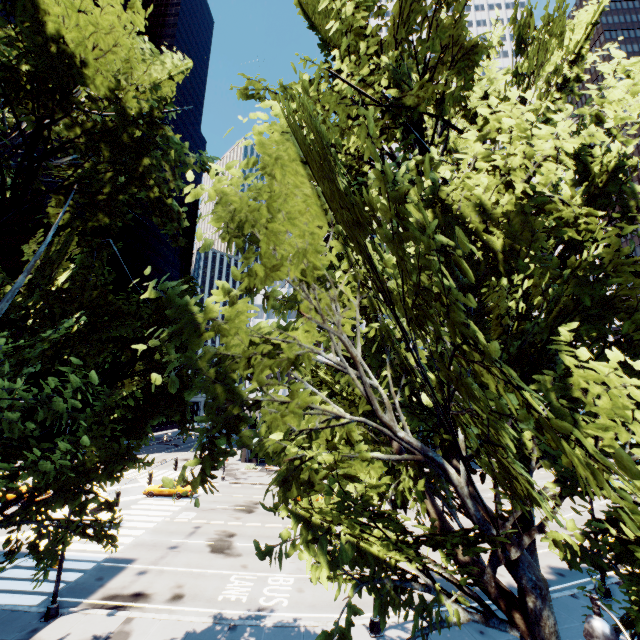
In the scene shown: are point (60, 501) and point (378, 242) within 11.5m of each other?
no

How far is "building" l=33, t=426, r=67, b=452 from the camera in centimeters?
5153cm

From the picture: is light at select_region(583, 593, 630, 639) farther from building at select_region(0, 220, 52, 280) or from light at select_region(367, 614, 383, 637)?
building at select_region(0, 220, 52, 280)

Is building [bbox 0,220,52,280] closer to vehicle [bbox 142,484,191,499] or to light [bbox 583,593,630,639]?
vehicle [bbox 142,484,191,499]

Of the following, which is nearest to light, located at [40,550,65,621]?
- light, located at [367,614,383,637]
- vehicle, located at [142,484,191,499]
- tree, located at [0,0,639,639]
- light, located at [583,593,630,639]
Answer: tree, located at [0,0,639,639]

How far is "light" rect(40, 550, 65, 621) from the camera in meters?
15.0 m

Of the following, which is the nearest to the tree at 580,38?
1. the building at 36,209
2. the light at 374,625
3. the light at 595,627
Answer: the light at 374,625

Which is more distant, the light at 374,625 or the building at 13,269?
the building at 13,269
